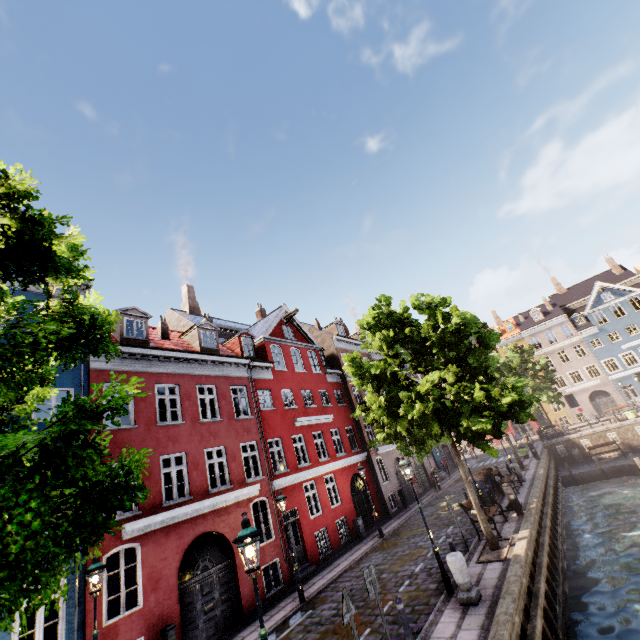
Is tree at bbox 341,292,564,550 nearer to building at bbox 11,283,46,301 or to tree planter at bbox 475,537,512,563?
tree planter at bbox 475,537,512,563

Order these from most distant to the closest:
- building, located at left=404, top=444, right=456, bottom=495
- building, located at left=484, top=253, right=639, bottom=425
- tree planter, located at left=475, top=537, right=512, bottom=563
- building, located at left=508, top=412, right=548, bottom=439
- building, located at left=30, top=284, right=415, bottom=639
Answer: building, located at left=508, top=412, right=548, bottom=439 → building, located at left=484, top=253, right=639, bottom=425 → building, located at left=404, top=444, right=456, bottom=495 → building, located at left=30, top=284, right=415, bottom=639 → tree planter, located at left=475, top=537, right=512, bottom=563

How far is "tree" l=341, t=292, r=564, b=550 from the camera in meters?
11.2 m

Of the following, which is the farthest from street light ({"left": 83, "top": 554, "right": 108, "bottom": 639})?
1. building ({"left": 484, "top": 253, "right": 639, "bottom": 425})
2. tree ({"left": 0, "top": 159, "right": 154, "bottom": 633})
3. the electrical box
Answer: the electrical box

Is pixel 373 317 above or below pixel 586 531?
above

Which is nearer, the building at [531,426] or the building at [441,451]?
the building at [441,451]

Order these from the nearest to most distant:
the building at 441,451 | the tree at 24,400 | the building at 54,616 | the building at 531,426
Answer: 1. the tree at 24,400
2. the building at 54,616
3. the building at 441,451
4. the building at 531,426

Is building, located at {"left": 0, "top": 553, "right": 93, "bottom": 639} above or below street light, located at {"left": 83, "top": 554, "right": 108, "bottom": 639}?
below
